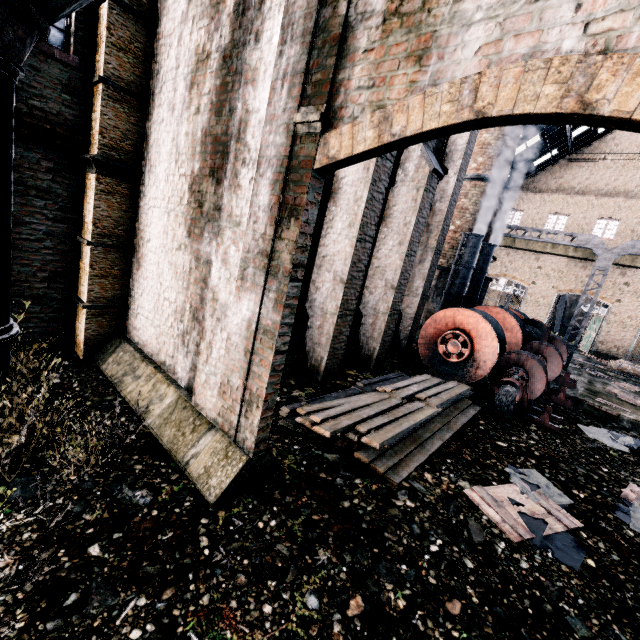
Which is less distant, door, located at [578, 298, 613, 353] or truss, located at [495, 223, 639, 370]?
truss, located at [495, 223, 639, 370]

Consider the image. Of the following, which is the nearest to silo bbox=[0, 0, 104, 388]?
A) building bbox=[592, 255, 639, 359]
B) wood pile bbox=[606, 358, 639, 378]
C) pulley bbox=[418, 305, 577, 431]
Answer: pulley bbox=[418, 305, 577, 431]

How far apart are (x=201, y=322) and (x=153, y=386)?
1.9m

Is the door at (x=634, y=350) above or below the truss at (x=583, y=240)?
below

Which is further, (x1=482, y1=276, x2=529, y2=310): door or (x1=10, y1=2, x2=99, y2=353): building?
(x1=482, y1=276, x2=529, y2=310): door

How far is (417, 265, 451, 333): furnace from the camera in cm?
1917

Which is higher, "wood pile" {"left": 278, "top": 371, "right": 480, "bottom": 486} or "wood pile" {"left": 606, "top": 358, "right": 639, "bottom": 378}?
"wood pile" {"left": 606, "top": 358, "right": 639, "bottom": 378}

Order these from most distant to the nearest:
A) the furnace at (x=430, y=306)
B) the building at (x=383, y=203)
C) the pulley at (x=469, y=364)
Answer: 1. the furnace at (x=430, y=306)
2. the pulley at (x=469, y=364)
3. the building at (x=383, y=203)
